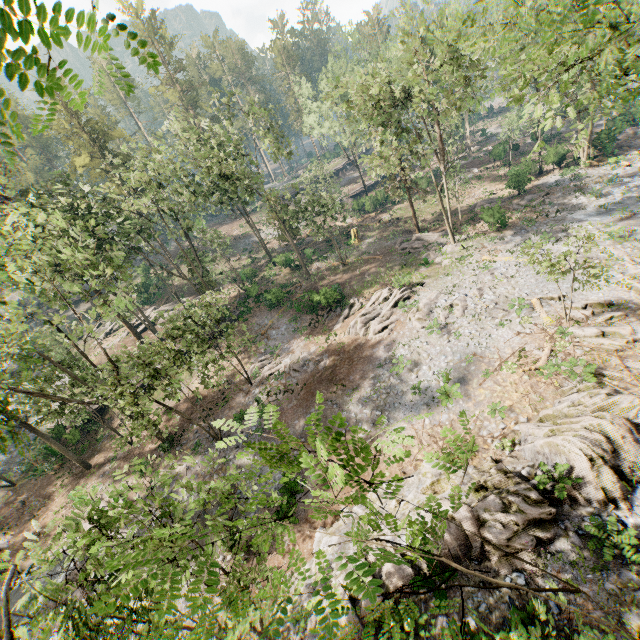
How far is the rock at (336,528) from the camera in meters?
14.7 m

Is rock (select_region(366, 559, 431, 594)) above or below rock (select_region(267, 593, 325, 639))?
above

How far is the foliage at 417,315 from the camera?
24.2m

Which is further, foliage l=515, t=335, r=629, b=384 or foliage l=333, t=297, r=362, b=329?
foliage l=333, t=297, r=362, b=329

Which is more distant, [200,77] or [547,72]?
[200,77]

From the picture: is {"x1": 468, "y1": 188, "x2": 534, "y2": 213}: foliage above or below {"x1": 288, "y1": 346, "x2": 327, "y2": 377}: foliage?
above

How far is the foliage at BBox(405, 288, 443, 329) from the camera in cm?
2419

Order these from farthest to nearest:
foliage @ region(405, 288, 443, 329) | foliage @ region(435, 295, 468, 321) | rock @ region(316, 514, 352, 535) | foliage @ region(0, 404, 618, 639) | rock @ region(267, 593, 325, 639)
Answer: foliage @ region(405, 288, 443, 329), foliage @ region(435, 295, 468, 321), rock @ region(316, 514, 352, 535), rock @ region(267, 593, 325, 639), foliage @ region(0, 404, 618, 639)
